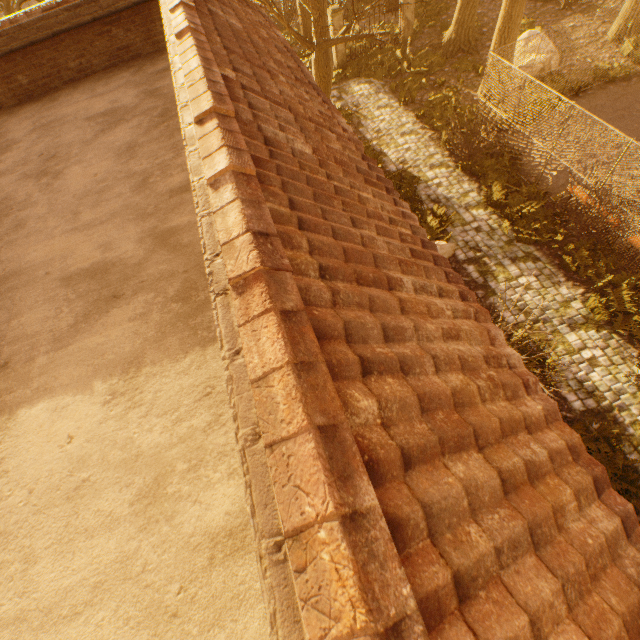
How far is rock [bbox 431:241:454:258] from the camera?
10.4m

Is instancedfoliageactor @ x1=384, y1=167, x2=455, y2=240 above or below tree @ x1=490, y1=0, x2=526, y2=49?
below

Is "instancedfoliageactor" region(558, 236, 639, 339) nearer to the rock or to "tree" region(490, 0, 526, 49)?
the rock

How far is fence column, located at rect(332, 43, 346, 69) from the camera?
17.4m

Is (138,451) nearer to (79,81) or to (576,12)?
(79,81)

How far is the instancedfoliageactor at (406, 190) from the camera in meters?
11.1

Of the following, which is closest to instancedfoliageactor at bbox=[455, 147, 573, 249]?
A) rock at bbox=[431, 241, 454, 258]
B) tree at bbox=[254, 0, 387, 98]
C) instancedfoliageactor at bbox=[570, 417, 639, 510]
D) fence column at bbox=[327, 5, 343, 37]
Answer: rock at bbox=[431, 241, 454, 258]

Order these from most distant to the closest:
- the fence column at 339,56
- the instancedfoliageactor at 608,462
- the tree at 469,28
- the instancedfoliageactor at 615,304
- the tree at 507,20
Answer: the fence column at 339,56
the tree at 469,28
the tree at 507,20
the instancedfoliageactor at 615,304
the instancedfoliageactor at 608,462
